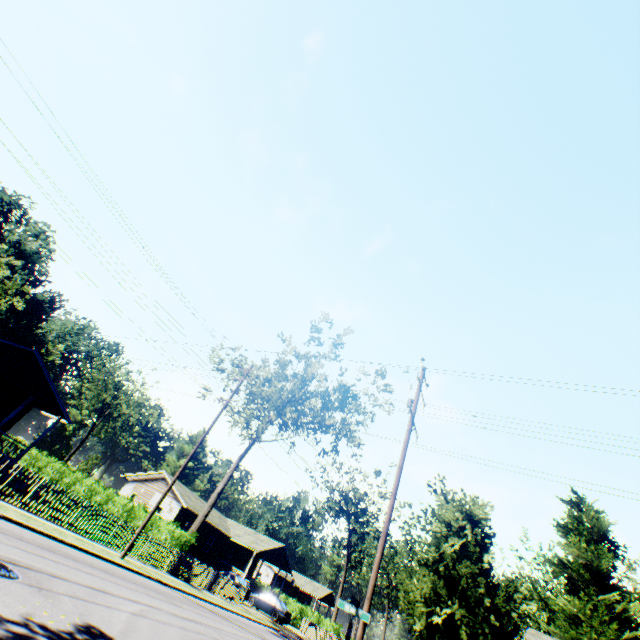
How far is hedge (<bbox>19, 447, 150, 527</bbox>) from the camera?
23.19m

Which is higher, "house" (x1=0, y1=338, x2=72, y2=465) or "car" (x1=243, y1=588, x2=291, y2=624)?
"house" (x1=0, y1=338, x2=72, y2=465)

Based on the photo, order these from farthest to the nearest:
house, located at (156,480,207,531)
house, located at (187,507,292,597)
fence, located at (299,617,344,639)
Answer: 1. house, located at (187,507,292,597)
2. house, located at (156,480,207,531)
3. fence, located at (299,617,344,639)

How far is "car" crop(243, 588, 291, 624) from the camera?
30.8 meters

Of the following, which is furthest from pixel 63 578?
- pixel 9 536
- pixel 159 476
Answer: pixel 159 476

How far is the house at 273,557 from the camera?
38.1m

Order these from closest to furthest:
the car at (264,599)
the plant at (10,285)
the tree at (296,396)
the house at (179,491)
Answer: the tree at (296,396) < the car at (264,599) < the house at (179,491) < the plant at (10,285)

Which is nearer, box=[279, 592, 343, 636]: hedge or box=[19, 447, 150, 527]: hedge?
box=[19, 447, 150, 527]: hedge
